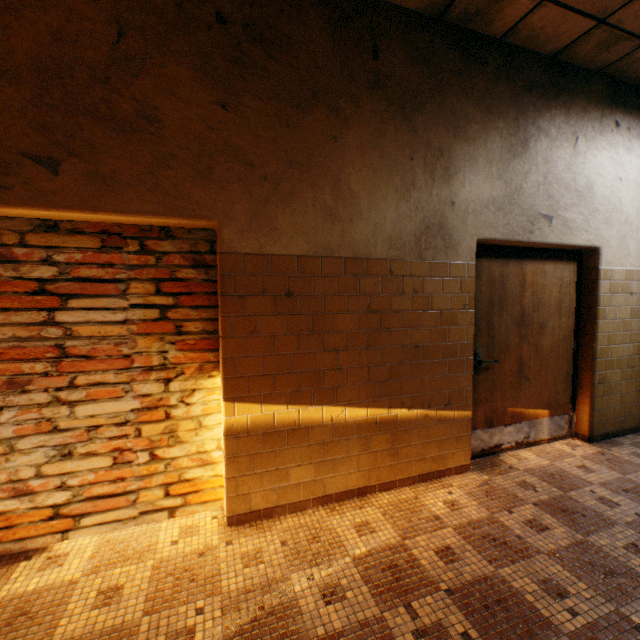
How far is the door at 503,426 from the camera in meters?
3.3

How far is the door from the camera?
3.3 meters

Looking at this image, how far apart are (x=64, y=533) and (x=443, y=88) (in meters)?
4.51
